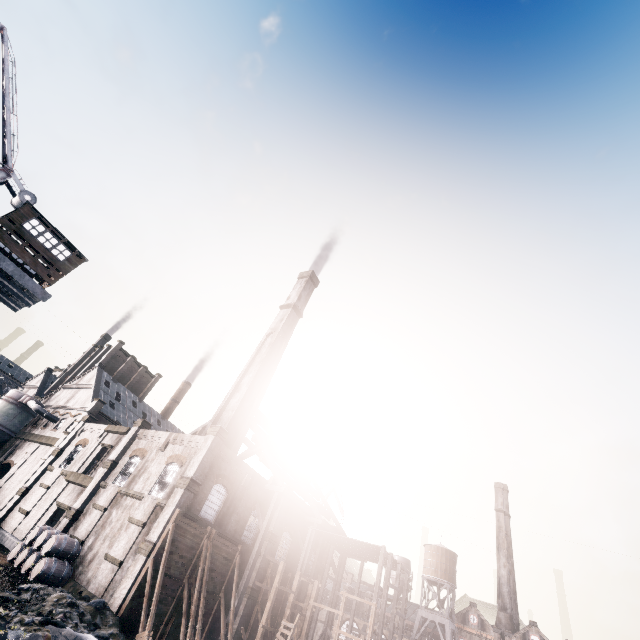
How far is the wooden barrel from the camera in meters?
22.5

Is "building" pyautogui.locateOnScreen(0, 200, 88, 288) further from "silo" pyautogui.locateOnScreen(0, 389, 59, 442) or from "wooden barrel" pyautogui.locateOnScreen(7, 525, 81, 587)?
"silo" pyautogui.locateOnScreen(0, 389, 59, 442)

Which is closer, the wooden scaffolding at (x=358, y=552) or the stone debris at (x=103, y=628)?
the stone debris at (x=103, y=628)

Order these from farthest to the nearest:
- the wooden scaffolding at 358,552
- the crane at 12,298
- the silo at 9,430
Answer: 1. the silo at 9,430
2. the wooden scaffolding at 358,552
3. the crane at 12,298

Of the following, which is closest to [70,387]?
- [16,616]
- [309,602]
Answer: [16,616]

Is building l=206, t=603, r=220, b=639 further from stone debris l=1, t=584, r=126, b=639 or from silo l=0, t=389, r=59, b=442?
stone debris l=1, t=584, r=126, b=639

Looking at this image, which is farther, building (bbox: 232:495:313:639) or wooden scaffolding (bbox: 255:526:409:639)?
building (bbox: 232:495:313:639)

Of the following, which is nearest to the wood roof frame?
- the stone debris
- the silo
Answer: the stone debris
